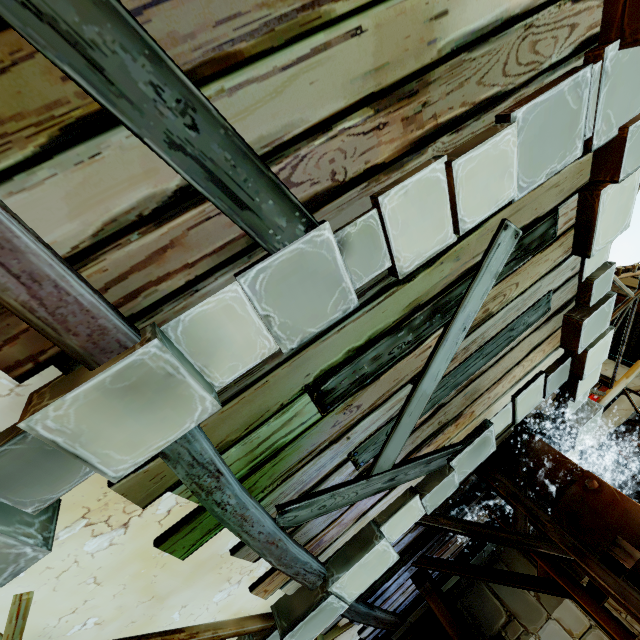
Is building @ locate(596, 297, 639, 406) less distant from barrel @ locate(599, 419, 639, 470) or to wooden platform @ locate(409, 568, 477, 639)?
barrel @ locate(599, 419, 639, 470)

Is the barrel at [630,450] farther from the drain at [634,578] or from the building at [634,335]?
the drain at [634,578]

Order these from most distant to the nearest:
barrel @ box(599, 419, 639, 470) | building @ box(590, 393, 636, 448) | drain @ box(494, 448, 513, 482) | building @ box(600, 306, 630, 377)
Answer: building @ box(600, 306, 630, 377) < building @ box(590, 393, 636, 448) < barrel @ box(599, 419, 639, 470) < drain @ box(494, 448, 513, 482)

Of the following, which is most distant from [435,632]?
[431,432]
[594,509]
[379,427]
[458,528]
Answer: [379,427]

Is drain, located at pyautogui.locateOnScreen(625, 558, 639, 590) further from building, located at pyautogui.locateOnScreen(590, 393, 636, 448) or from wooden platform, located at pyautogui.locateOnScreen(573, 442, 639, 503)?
building, located at pyautogui.locateOnScreen(590, 393, 636, 448)

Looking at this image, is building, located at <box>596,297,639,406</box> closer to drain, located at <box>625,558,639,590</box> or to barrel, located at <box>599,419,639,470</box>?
barrel, located at <box>599,419,639,470</box>

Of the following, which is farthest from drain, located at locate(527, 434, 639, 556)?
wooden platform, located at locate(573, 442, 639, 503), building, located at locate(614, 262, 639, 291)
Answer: building, located at locate(614, 262, 639, 291)

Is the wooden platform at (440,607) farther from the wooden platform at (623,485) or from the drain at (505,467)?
the wooden platform at (623,485)
